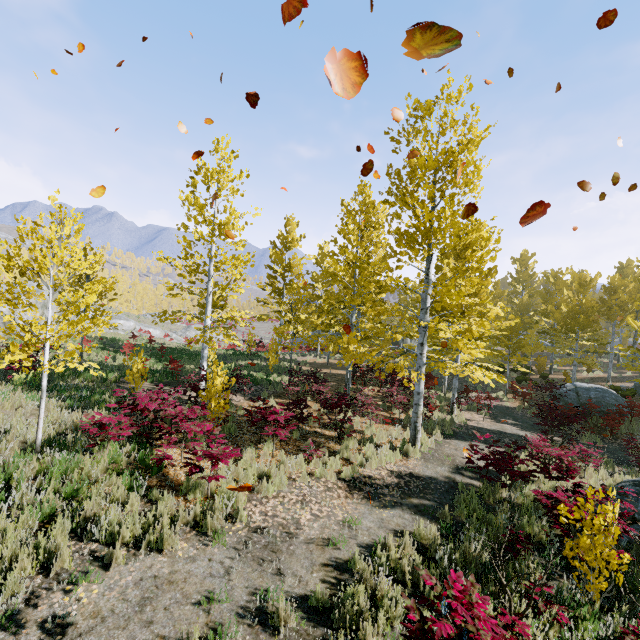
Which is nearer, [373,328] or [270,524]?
[270,524]

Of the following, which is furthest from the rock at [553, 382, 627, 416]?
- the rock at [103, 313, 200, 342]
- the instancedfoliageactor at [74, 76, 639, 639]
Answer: the rock at [103, 313, 200, 342]

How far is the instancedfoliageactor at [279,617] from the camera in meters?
3.8 m

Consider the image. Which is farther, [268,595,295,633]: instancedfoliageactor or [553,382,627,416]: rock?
[553,382,627,416]: rock

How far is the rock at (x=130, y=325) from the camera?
35.2m

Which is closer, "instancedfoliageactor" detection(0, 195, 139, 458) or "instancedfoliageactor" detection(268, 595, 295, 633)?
"instancedfoliageactor" detection(268, 595, 295, 633)

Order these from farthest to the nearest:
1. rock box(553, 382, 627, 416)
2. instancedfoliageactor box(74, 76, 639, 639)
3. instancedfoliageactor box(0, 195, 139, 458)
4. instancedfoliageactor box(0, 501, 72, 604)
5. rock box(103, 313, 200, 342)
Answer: rock box(103, 313, 200, 342) → rock box(553, 382, 627, 416) → instancedfoliageactor box(0, 195, 139, 458) → instancedfoliageactor box(74, 76, 639, 639) → instancedfoliageactor box(0, 501, 72, 604)

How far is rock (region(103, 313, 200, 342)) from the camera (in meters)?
35.22
